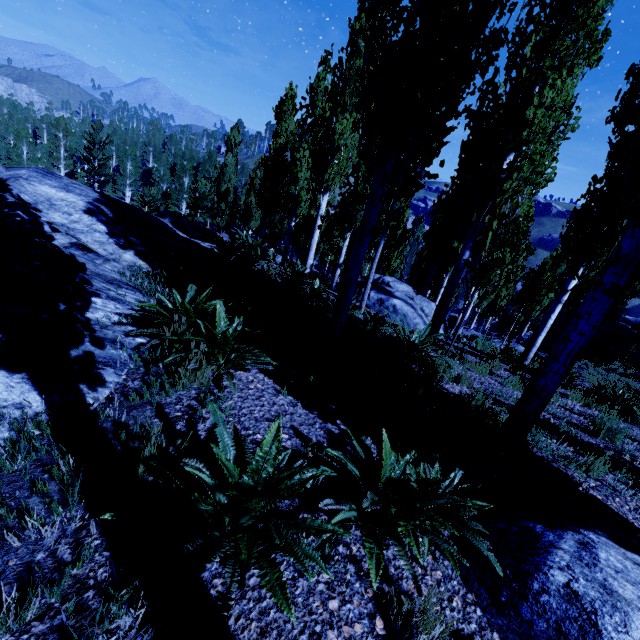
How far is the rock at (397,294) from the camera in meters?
10.1

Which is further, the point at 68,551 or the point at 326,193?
the point at 326,193

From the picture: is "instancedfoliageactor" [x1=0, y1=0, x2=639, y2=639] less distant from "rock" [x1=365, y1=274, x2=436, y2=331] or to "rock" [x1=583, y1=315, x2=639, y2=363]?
"rock" [x1=365, y1=274, x2=436, y2=331]

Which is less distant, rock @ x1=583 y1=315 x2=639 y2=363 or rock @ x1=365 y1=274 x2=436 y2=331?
rock @ x1=365 y1=274 x2=436 y2=331

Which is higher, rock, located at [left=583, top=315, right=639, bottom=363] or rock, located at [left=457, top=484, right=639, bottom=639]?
rock, located at [left=457, top=484, right=639, bottom=639]

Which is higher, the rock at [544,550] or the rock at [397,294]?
the rock at [544,550]

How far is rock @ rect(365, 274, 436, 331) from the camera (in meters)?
10.12
